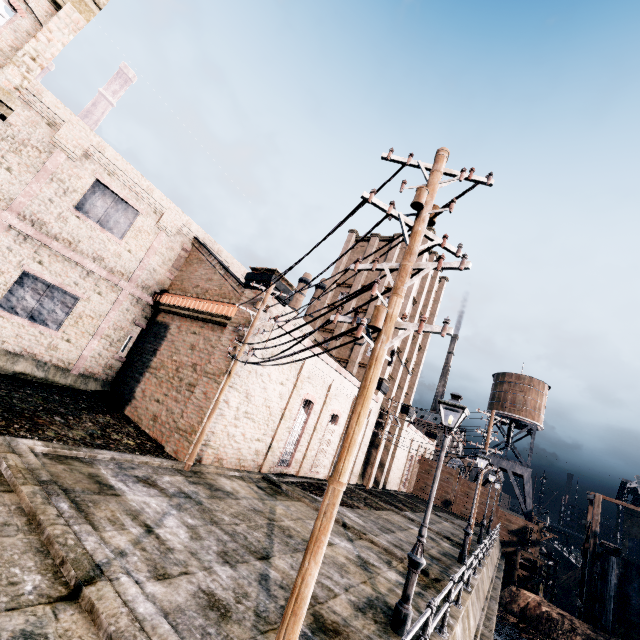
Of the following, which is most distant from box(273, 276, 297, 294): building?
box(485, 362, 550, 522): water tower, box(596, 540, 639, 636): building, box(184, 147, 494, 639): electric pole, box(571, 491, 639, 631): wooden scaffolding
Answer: box(596, 540, 639, 636): building

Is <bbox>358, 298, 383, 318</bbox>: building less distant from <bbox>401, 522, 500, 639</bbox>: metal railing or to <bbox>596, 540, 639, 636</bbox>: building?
<bbox>401, 522, 500, 639</bbox>: metal railing

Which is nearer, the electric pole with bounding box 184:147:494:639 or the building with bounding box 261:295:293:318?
the electric pole with bounding box 184:147:494:639

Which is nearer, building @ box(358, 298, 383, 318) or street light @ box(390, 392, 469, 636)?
street light @ box(390, 392, 469, 636)

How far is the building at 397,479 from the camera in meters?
35.2 m

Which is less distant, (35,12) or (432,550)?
(35,12)

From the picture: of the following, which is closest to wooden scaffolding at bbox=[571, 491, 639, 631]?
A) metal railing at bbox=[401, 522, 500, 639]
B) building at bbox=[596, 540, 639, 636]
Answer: building at bbox=[596, 540, 639, 636]
